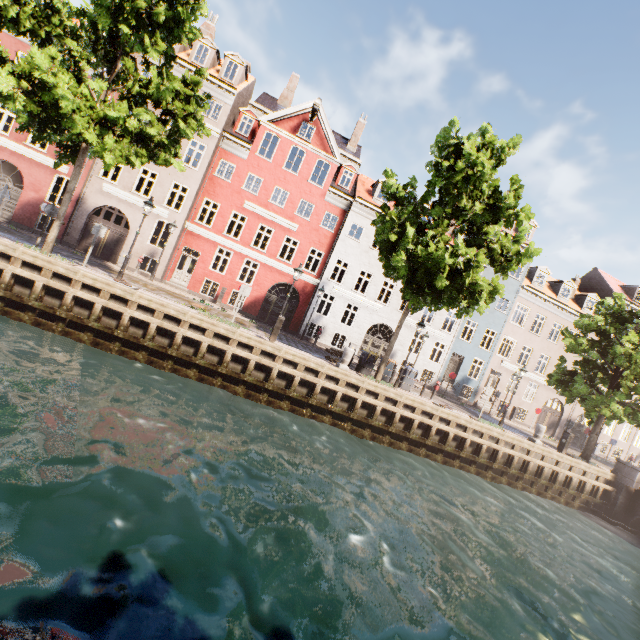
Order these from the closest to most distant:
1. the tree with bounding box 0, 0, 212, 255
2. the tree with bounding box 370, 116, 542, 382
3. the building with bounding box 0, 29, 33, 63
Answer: the tree with bounding box 0, 0, 212, 255 < the tree with bounding box 370, 116, 542, 382 < the building with bounding box 0, 29, 33, 63

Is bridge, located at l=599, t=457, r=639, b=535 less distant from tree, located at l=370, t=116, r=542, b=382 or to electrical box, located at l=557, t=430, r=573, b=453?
tree, located at l=370, t=116, r=542, b=382

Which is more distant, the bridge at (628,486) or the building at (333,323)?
the building at (333,323)

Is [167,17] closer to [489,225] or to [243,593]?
[489,225]

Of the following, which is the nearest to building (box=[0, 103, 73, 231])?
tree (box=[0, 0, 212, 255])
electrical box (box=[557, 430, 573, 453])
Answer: tree (box=[0, 0, 212, 255])

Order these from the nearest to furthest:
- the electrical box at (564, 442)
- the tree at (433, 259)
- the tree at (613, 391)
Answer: the tree at (433, 259)
the tree at (613, 391)
the electrical box at (564, 442)

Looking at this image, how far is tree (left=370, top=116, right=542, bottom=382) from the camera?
12.9 meters
